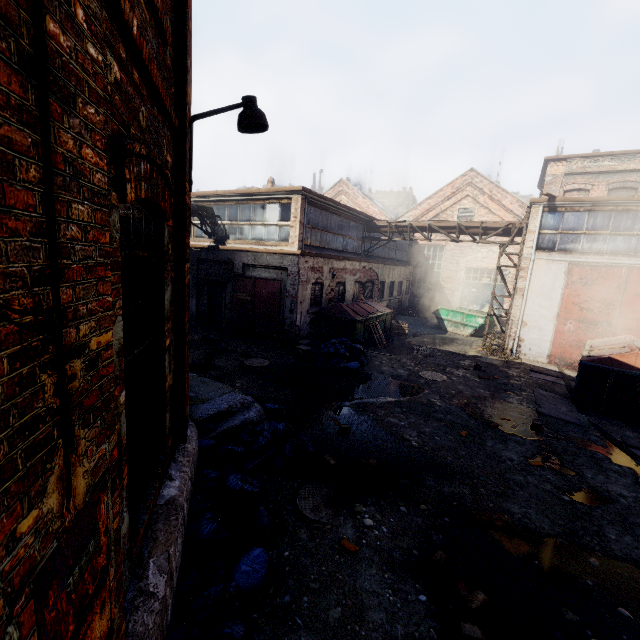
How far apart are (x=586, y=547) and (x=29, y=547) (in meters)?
6.08

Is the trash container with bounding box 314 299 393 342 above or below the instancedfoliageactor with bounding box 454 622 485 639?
above

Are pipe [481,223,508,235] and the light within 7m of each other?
no

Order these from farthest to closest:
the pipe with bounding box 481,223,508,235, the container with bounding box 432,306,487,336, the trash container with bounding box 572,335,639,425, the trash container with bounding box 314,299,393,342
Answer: the container with bounding box 432,306,487,336, the pipe with bounding box 481,223,508,235, the trash container with bounding box 314,299,393,342, the trash container with bounding box 572,335,639,425

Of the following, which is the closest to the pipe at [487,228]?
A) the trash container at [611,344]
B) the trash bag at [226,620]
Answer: the trash container at [611,344]

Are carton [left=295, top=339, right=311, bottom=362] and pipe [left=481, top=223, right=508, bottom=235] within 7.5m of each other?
no

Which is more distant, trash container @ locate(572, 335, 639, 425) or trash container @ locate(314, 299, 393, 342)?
trash container @ locate(314, 299, 393, 342)

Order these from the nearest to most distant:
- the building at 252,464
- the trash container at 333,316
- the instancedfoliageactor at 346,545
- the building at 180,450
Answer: the building at 180,450
the instancedfoliageactor at 346,545
the building at 252,464
the trash container at 333,316
